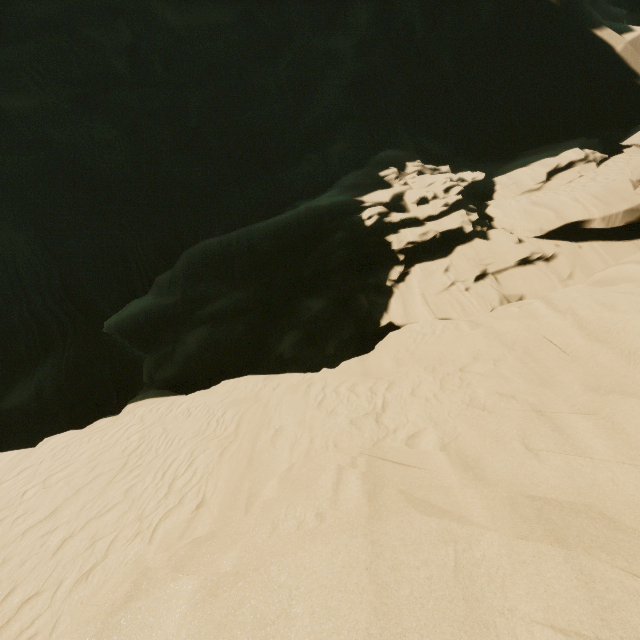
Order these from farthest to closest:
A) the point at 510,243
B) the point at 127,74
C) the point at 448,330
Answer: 1. the point at 127,74
2. the point at 510,243
3. the point at 448,330
